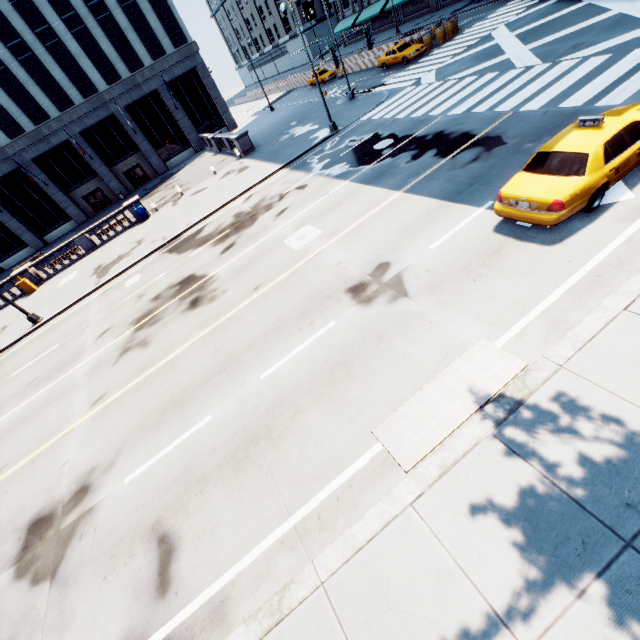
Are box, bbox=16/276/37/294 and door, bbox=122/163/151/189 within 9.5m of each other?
no

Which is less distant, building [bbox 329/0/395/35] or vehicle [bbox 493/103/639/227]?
vehicle [bbox 493/103/639/227]

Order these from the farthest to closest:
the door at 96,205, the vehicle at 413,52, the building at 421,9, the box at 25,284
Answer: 1. the building at 421,9
2. the door at 96,205
3. the vehicle at 413,52
4. the box at 25,284

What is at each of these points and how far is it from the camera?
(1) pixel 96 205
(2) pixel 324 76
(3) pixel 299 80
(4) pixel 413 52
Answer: (1) door, 41.59m
(2) vehicle, 39.75m
(3) concrete barrier, 48.94m
(4) vehicle, 27.86m

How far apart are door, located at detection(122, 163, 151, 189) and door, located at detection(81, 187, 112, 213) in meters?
3.0 m

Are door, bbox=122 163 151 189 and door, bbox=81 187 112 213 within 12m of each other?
yes

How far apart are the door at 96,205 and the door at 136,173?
3.0 meters

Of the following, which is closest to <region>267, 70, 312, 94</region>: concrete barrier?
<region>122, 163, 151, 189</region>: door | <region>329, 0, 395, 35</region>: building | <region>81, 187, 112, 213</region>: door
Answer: <region>329, 0, 395, 35</region>: building
